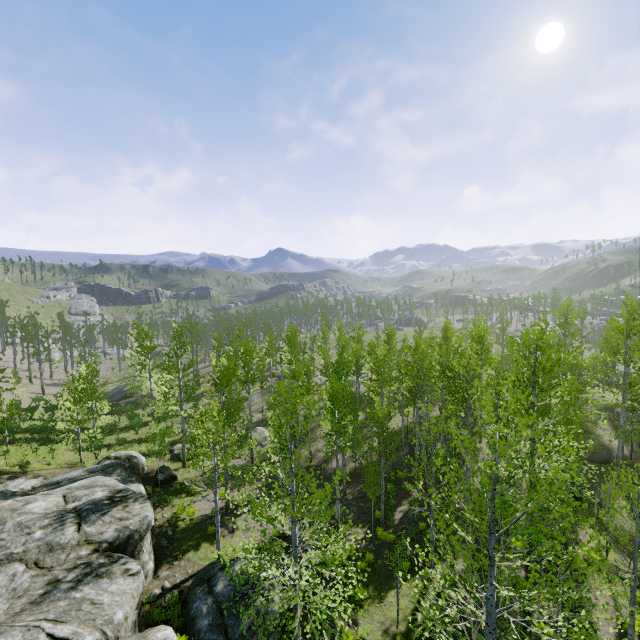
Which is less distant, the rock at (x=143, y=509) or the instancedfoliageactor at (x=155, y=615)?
Answer: the rock at (x=143, y=509)

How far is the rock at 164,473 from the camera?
21.3m

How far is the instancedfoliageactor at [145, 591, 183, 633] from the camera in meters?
11.4

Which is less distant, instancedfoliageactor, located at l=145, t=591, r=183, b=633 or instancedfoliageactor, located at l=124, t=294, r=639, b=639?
instancedfoliageactor, located at l=124, t=294, r=639, b=639

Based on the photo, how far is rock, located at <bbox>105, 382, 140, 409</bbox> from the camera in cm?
4038

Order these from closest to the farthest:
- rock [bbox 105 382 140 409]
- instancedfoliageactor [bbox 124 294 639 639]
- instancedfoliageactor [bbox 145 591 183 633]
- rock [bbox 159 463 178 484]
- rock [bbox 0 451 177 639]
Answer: instancedfoliageactor [bbox 124 294 639 639] < rock [bbox 0 451 177 639] < instancedfoliageactor [bbox 145 591 183 633] < rock [bbox 159 463 178 484] < rock [bbox 105 382 140 409]

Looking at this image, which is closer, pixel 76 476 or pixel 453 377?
pixel 76 476

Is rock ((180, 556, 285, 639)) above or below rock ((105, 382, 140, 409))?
above
